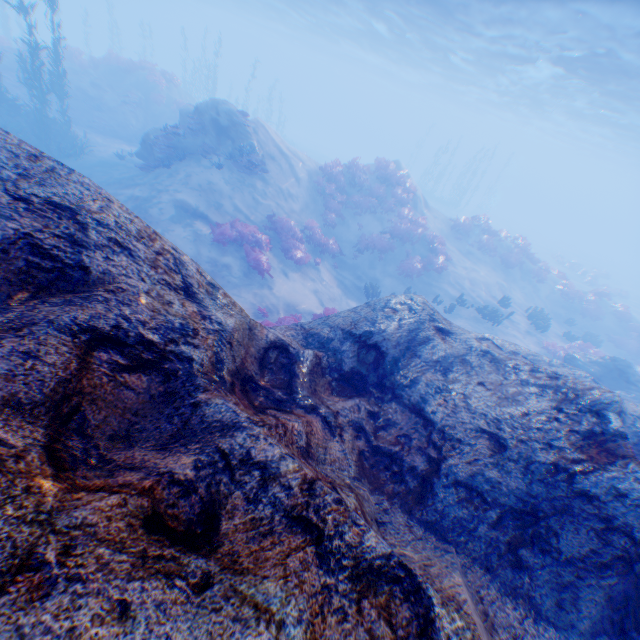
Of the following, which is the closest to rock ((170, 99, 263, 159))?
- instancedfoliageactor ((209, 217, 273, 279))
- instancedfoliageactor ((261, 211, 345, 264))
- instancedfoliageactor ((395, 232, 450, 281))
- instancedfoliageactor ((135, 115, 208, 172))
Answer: instancedfoliageactor ((135, 115, 208, 172))

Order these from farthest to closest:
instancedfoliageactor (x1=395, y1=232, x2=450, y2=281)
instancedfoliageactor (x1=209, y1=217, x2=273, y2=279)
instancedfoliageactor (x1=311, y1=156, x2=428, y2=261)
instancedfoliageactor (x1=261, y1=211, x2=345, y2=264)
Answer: instancedfoliageactor (x1=311, y1=156, x2=428, y2=261) < instancedfoliageactor (x1=395, y1=232, x2=450, y2=281) < instancedfoliageactor (x1=261, y1=211, x2=345, y2=264) < instancedfoliageactor (x1=209, y1=217, x2=273, y2=279)

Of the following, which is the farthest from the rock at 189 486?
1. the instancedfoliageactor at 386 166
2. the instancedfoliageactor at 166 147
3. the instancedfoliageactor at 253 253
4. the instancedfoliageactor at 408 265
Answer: the instancedfoliageactor at 408 265

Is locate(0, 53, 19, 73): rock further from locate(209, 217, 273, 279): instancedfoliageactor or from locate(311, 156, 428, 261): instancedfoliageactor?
locate(209, 217, 273, 279): instancedfoliageactor

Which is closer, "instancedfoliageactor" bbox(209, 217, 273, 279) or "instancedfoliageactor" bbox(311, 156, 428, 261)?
"instancedfoliageactor" bbox(209, 217, 273, 279)

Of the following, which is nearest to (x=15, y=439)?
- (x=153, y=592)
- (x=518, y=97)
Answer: (x=153, y=592)

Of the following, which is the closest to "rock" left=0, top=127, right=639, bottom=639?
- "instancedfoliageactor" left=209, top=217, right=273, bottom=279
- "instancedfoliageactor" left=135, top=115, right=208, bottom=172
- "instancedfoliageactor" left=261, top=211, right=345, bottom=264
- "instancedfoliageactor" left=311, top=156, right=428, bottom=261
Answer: "instancedfoliageactor" left=135, top=115, right=208, bottom=172

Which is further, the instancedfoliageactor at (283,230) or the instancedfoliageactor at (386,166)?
the instancedfoliageactor at (386,166)
